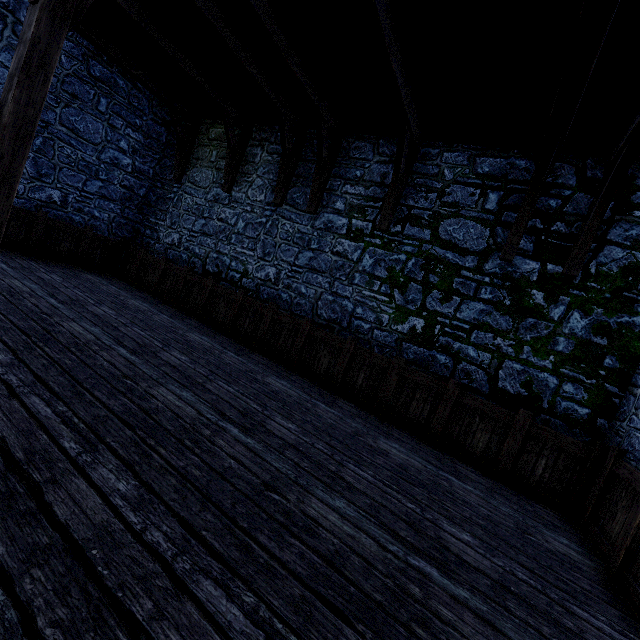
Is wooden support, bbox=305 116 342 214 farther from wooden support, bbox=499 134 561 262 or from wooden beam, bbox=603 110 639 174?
wooden support, bbox=499 134 561 262

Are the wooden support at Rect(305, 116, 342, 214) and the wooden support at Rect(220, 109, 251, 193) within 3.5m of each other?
yes

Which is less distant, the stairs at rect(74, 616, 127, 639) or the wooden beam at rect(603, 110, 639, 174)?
the stairs at rect(74, 616, 127, 639)

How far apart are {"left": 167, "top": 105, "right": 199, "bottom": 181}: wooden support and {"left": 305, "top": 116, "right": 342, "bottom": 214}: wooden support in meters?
4.5

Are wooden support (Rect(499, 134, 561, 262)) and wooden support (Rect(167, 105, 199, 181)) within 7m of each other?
no

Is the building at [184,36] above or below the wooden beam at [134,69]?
above

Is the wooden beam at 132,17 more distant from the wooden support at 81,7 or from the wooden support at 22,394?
the wooden support at 22,394

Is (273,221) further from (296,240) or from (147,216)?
(147,216)
